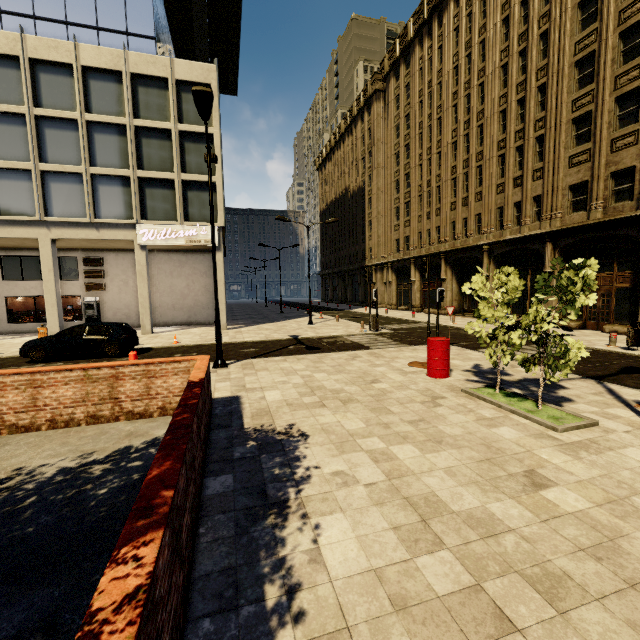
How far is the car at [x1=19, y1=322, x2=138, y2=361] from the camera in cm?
1284

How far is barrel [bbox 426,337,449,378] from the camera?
9.22m

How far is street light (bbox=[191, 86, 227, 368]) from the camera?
8.48m

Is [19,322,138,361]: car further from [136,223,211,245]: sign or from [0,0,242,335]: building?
[136,223,211,245]: sign

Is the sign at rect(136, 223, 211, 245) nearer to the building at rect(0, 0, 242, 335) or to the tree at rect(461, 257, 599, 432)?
the building at rect(0, 0, 242, 335)

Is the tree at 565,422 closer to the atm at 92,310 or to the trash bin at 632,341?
the trash bin at 632,341

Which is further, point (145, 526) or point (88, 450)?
point (88, 450)

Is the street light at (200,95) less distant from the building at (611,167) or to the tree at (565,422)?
the tree at (565,422)
